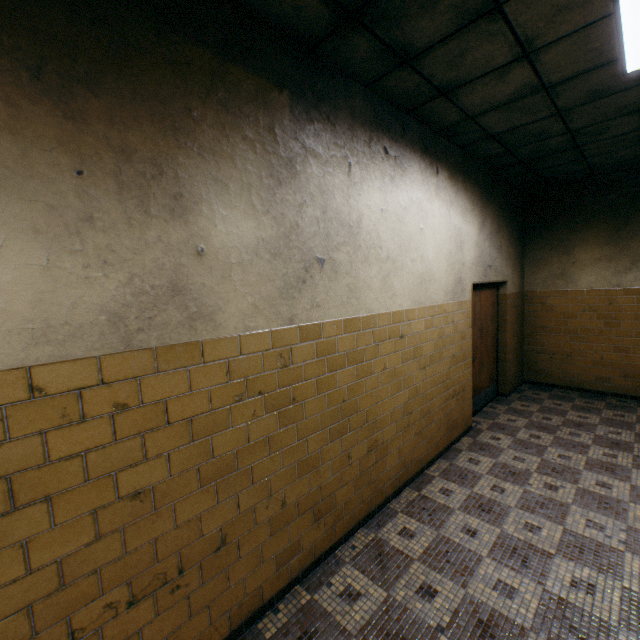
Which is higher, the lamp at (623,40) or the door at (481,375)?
the lamp at (623,40)

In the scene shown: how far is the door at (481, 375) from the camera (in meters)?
5.29

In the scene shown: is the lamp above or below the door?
above

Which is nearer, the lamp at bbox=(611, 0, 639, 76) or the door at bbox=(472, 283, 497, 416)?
the lamp at bbox=(611, 0, 639, 76)

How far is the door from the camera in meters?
5.3

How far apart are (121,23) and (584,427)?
6.61m
